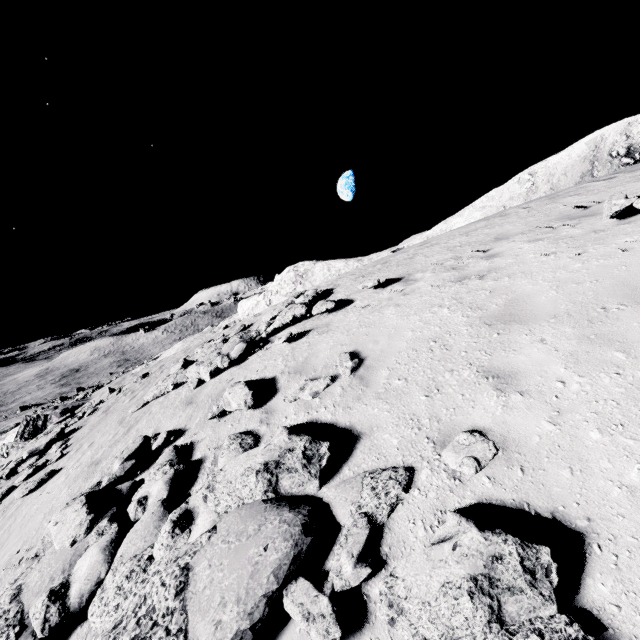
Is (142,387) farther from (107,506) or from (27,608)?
(27,608)

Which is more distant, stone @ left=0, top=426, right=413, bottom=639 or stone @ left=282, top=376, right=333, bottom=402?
stone @ left=282, top=376, right=333, bottom=402

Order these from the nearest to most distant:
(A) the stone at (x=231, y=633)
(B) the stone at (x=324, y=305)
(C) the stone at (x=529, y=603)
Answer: (C) the stone at (x=529, y=603) → (A) the stone at (x=231, y=633) → (B) the stone at (x=324, y=305)

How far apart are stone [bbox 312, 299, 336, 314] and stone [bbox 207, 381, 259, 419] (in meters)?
2.95

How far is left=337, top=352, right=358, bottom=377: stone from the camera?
5.85m

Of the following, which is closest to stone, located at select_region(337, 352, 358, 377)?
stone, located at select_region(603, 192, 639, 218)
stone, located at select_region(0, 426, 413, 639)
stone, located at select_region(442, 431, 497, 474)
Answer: stone, located at select_region(0, 426, 413, 639)

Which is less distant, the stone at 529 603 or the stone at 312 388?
the stone at 529 603

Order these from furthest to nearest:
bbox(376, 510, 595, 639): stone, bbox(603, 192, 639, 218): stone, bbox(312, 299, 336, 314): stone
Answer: bbox(312, 299, 336, 314): stone → bbox(603, 192, 639, 218): stone → bbox(376, 510, 595, 639): stone
